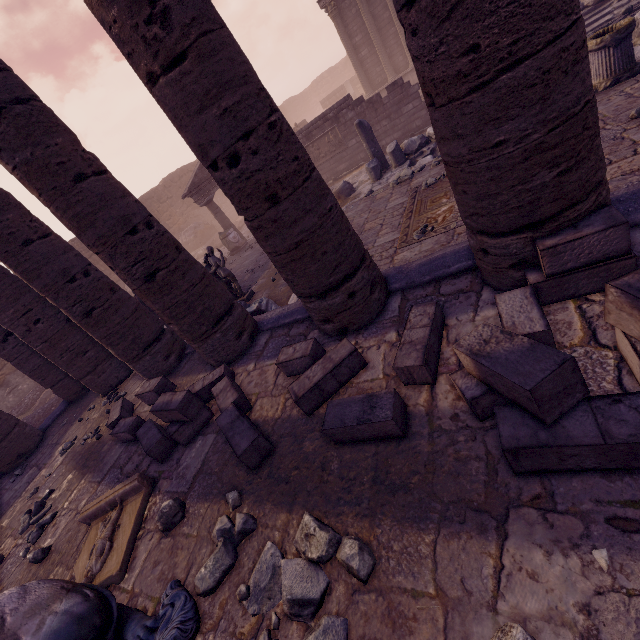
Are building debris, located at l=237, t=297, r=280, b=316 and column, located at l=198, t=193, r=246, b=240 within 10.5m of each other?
yes

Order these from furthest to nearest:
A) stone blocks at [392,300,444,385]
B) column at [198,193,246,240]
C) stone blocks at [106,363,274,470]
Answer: column at [198,193,246,240]
stone blocks at [106,363,274,470]
stone blocks at [392,300,444,385]

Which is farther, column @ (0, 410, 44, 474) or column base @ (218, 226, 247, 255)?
column base @ (218, 226, 247, 255)

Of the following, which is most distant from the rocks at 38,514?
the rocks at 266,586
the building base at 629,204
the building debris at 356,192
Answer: the building debris at 356,192

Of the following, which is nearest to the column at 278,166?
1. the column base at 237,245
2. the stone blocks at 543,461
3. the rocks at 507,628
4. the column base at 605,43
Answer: the stone blocks at 543,461

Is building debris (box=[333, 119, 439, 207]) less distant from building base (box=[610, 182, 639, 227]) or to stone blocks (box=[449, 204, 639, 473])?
building base (box=[610, 182, 639, 227])

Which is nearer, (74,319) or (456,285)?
(456,285)

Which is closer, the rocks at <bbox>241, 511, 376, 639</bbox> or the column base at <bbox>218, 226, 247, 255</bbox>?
the rocks at <bbox>241, 511, 376, 639</bbox>
